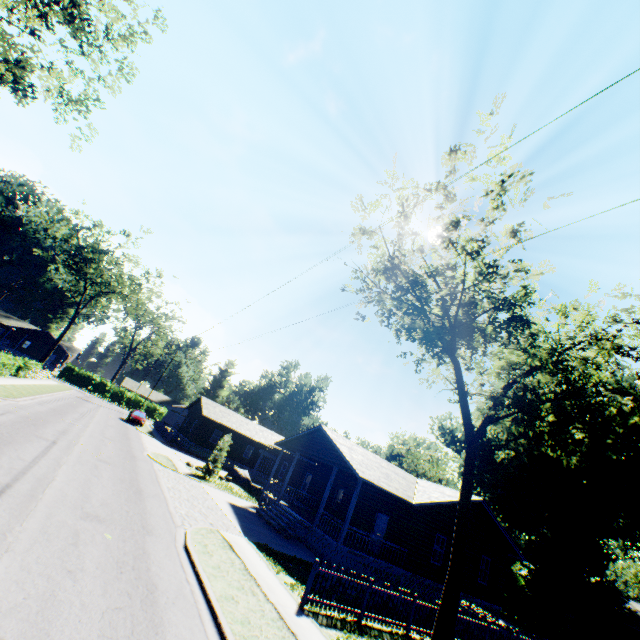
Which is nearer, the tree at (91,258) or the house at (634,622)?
the house at (634,622)

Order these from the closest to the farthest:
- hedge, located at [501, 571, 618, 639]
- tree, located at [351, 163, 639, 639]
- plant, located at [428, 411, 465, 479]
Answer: tree, located at [351, 163, 639, 639] → hedge, located at [501, 571, 618, 639] → plant, located at [428, 411, 465, 479]

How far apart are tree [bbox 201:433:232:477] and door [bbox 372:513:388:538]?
12.8 meters

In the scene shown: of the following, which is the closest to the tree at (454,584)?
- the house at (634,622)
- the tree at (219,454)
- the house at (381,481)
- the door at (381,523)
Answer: the house at (381,481)

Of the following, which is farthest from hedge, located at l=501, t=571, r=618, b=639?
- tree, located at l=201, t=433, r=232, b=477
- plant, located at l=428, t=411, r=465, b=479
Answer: tree, located at l=201, t=433, r=232, b=477

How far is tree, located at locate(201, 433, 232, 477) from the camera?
25.6m

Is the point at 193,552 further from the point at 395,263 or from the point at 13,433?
the point at 395,263

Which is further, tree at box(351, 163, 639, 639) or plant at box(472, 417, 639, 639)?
plant at box(472, 417, 639, 639)
